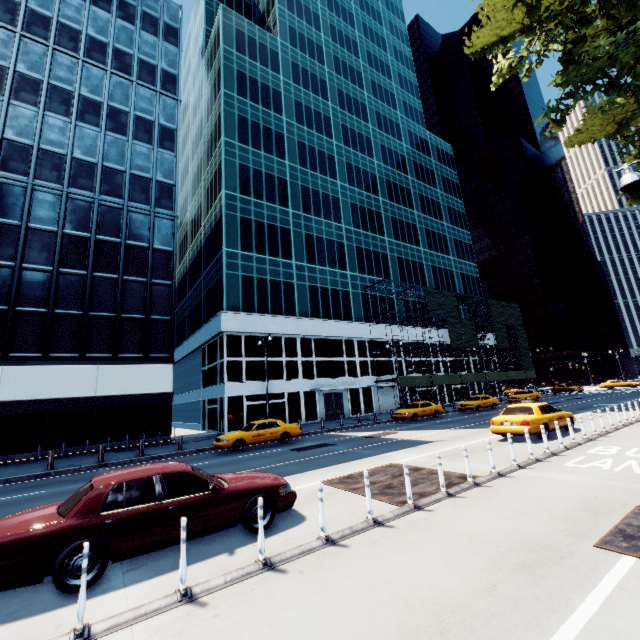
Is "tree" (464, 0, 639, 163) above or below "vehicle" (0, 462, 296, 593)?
above

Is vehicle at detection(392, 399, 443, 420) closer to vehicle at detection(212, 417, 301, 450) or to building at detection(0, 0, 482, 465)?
building at detection(0, 0, 482, 465)

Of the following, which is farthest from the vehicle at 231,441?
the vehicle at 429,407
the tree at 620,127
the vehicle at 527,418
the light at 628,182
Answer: the tree at 620,127

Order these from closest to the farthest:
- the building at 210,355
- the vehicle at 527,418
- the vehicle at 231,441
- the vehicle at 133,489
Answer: the vehicle at 133,489 → the vehicle at 527,418 → the vehicle at 231,441 → the building at 210,355

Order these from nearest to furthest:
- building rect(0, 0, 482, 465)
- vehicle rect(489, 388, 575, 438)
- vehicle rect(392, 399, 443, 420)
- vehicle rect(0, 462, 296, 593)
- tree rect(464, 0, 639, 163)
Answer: vehicle rect(0, 462, 296, 593) < tree rect(464, 0, 639, 163) < vehicle rect(489, 388, 575, 438) < building rect(0, 0, 482, 465) < vehicle rect(392, 399, 443, 420)

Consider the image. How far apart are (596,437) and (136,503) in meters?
16.6 m

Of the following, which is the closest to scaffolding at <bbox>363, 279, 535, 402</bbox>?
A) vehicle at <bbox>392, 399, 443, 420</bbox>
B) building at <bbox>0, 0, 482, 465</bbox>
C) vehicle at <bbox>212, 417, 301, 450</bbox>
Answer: building at <bbox>0, 0, 482, 465</bbox>

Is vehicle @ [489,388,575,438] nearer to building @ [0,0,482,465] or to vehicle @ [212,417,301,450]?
vehicle @ [212,417,301,450]
